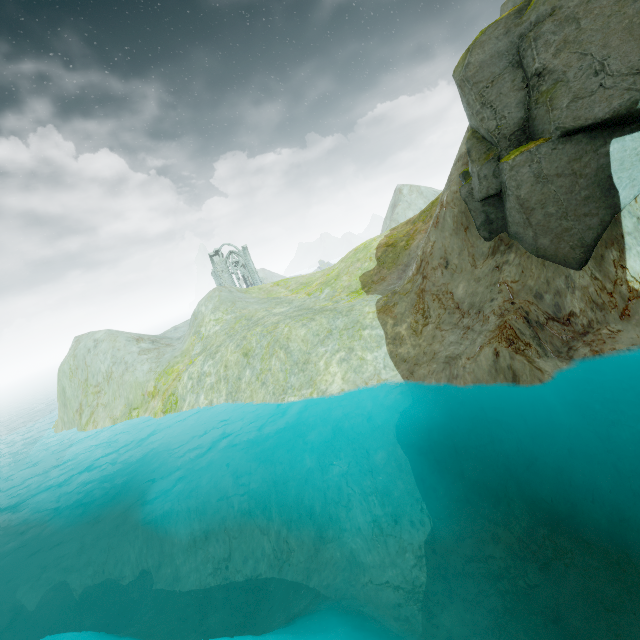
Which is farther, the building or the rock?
the building

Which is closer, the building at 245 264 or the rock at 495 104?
the rock at 495 104

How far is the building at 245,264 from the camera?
57.81m

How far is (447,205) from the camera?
18.0 meters

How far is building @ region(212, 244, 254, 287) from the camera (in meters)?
57.81
